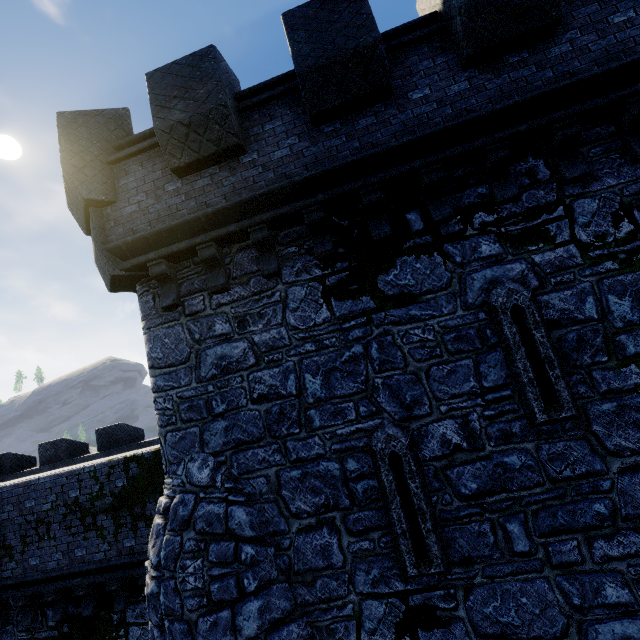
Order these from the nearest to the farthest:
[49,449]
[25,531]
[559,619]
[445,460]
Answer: [559,619], [445,460], [25,531], [49,449]

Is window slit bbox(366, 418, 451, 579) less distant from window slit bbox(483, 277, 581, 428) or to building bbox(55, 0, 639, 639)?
building bbox(55, 0, 639, 639)

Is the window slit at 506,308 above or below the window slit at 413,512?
above

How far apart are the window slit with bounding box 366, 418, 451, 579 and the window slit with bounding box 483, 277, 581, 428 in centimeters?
153cm

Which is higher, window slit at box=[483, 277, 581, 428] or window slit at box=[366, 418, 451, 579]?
window slit at box=[483, 277, 581, 428]

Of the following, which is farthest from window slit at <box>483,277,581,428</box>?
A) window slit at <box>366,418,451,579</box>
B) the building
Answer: window slit at <box>366,418,451,579</box>

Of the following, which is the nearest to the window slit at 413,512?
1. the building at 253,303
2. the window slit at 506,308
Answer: the building at 253,303
